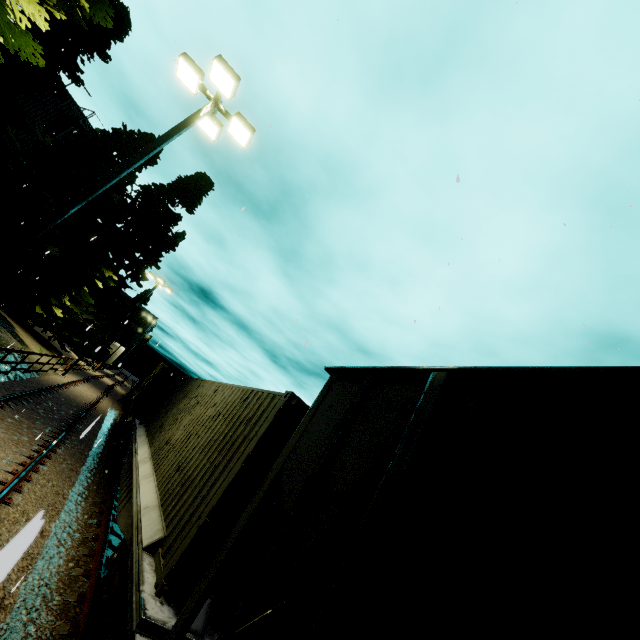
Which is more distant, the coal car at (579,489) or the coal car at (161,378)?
the coal car at (161,378)

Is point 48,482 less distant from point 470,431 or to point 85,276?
point 470,431

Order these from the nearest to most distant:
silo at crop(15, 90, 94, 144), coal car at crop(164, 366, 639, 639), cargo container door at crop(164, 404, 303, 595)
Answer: coal car at crop(164, 366, 639, 639), cargo container door at crop(164, 404, 303, 595), silo at crop(15, 90, 94, 144)

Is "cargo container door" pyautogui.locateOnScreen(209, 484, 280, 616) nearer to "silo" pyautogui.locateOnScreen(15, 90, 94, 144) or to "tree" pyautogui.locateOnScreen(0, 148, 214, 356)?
"silo" pyautogui.locateOnScreen(15, 90, 94, 144)

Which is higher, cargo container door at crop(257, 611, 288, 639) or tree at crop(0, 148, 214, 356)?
tree at crop(0, 148, 214, 356)

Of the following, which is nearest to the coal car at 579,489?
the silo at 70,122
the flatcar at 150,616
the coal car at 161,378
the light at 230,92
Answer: the flatcar at 150,616

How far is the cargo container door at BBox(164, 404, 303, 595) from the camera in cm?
370
